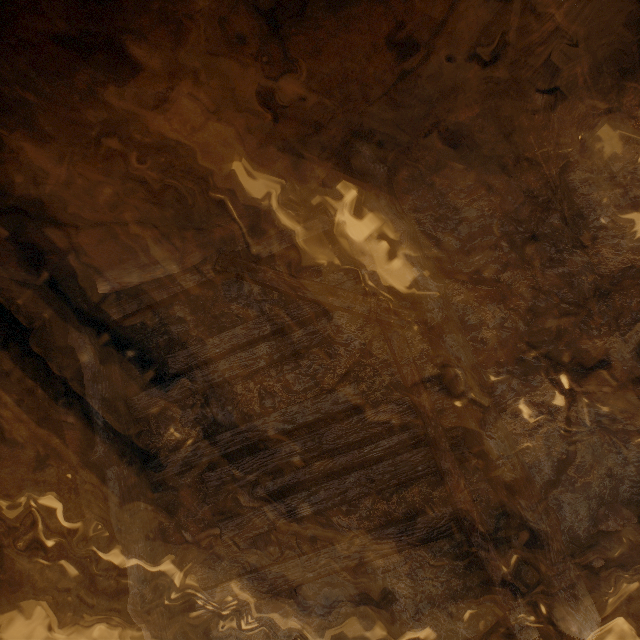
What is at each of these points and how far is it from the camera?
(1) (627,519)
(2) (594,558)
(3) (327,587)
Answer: (1) instancedfoliageactor, 3.2m
(2) instancedfoliageactor, 3.0m
(3) cave, 3.6m

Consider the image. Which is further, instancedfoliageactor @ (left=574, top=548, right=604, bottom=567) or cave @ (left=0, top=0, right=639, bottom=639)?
instancedfoliageactor @ (left=574, top=548, right=604, bottom=567)

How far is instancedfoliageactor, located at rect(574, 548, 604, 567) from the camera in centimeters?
297cm

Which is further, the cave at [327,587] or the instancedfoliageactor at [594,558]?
the instancedfoliageactor at [594,558]

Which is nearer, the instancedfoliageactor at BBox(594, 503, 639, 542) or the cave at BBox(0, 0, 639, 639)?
the cave at BBox(0, 0, 639, 639)

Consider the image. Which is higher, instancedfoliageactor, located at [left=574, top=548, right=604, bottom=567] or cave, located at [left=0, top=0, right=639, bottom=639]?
cave, located at [left=0, top=0, right=639, bottom=639]

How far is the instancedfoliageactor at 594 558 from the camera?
2.97m

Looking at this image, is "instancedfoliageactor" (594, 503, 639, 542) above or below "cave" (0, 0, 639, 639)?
below
